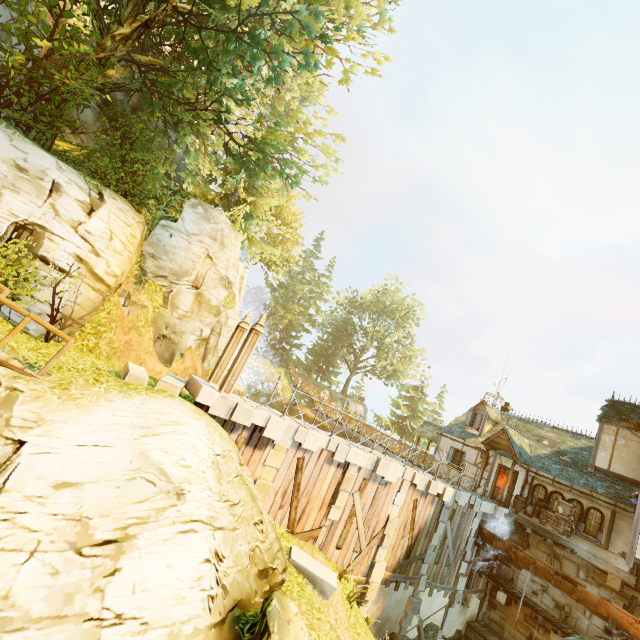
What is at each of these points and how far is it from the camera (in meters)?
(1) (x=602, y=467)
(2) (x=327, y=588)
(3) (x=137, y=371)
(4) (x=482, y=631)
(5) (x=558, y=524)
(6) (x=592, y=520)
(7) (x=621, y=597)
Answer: (1) building, 17.77
(2) stone, 9.76
(3) stone, 8.71
(4) wooden platform, 16.89
(5) box, 16.41
(6) window, 16.23
(7) tower, 14.51

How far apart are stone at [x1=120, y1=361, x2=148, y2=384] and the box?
20.40m

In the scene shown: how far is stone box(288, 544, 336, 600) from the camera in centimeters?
973cm

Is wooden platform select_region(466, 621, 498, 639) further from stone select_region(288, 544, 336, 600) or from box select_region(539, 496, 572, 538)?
stone select_region(288, 544, 336, 600)

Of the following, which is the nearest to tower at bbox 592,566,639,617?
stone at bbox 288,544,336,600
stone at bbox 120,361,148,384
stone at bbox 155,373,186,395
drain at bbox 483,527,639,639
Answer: drain at bbox 483,527,639,639

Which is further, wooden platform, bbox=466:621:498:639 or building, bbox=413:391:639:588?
wooden platform, bbox=466:621:498:639

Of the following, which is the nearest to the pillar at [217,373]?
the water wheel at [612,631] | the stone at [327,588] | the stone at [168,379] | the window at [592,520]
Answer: the stone at [168,379]

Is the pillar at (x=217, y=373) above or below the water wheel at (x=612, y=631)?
above
